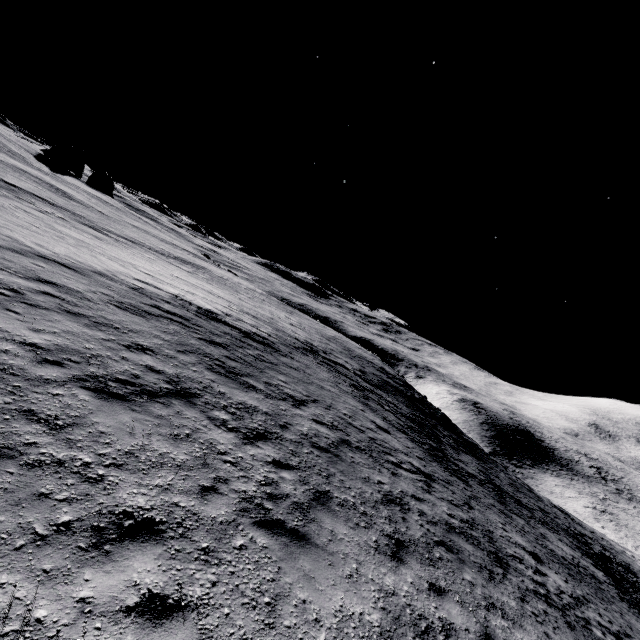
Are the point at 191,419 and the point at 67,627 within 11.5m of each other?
yes
